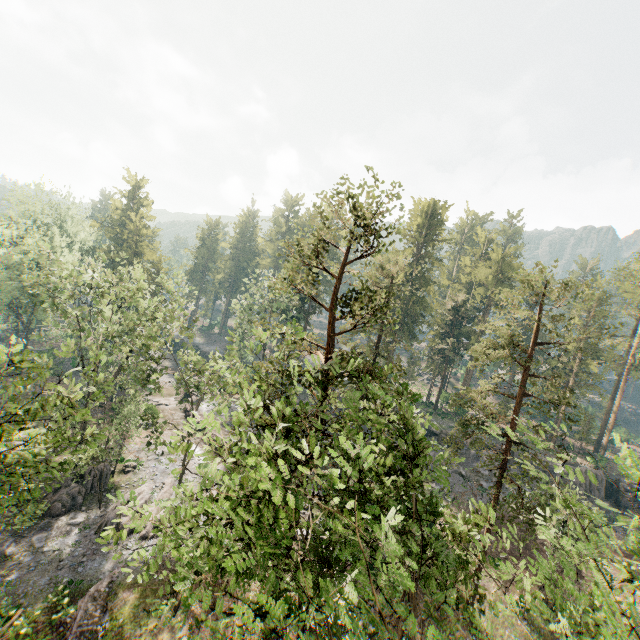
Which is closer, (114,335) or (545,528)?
(545,528)

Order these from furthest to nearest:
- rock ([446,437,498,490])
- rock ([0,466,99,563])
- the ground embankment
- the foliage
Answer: rock ([446,437,498,490])
rock ([0,466,99,563])
the ground embankment
the foliage

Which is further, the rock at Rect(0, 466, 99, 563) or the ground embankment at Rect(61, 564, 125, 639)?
the rock at Rect(0, 466, 99, 563)

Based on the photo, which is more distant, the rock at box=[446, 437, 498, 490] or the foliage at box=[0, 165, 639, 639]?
the rock at box=[446, 437, 498, 490]

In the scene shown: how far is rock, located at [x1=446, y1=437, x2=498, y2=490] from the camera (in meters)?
36.55

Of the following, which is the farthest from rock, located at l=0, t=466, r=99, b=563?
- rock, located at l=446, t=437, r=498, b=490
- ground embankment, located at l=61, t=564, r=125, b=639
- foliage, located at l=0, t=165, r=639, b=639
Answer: rock, located at l=446, t=437, r=498, b=490

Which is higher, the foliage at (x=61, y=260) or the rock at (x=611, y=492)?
the foliage at (x=61, y=260)

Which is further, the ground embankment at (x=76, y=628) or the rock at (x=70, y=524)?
the rock at (x=70, y=524)
